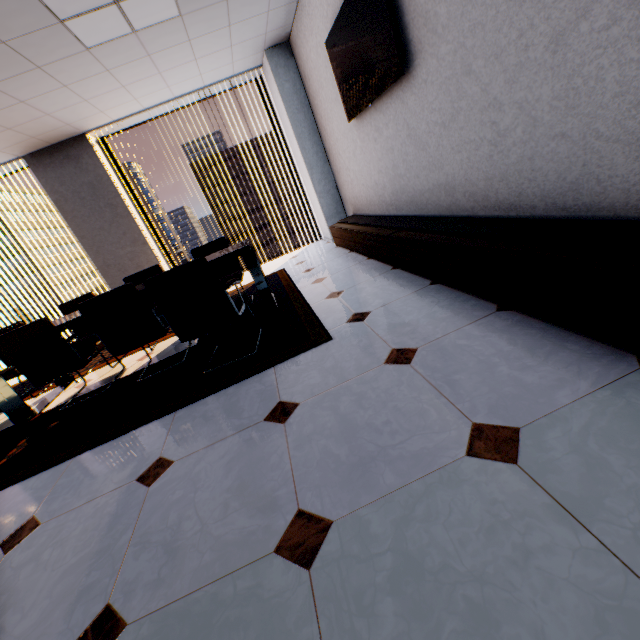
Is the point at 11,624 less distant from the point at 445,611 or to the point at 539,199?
the point at 445,611

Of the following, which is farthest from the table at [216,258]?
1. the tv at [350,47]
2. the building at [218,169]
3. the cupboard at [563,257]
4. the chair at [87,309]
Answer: the building at [218,169]

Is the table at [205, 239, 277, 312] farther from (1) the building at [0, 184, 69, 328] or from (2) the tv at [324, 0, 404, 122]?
(1) the building at [0, 184, 69, 328]

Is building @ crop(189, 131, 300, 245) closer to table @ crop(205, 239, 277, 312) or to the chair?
table @ crop(205, 239, 277, 312)

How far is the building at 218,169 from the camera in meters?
55.2

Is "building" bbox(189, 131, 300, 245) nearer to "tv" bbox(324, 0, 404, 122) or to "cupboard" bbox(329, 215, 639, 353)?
"cupboard" bbox(329, 215, 639, 353)

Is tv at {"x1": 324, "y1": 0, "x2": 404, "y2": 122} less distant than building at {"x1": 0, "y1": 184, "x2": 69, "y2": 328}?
Yes

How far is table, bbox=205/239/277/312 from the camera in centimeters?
320cm
